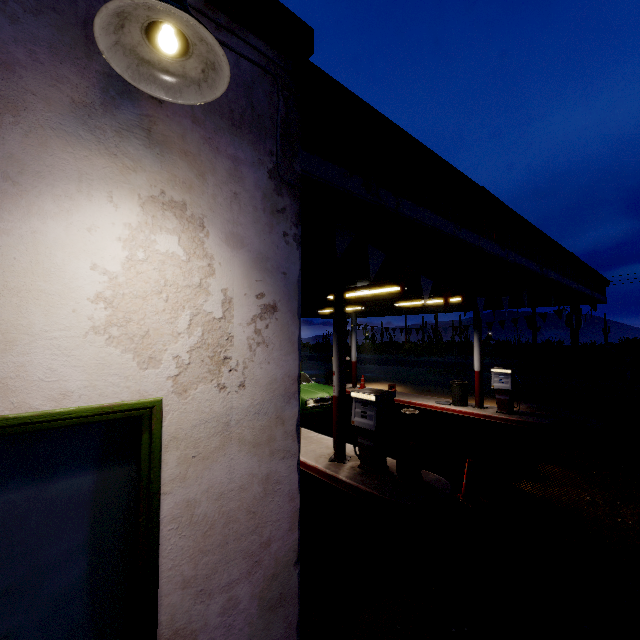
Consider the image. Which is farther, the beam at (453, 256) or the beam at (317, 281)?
the beam at (317, 281)

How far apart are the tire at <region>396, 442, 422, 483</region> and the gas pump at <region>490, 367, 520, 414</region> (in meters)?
6.56

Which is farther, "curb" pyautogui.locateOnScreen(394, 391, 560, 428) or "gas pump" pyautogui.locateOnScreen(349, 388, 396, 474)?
"curb" pyautogui.locateOnScreen(394, 391, 560, 428)

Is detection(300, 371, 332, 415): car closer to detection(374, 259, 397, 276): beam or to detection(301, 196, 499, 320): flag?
detection(374, 259, 397, 276): beam

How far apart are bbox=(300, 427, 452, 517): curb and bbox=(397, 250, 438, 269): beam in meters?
3.9 m

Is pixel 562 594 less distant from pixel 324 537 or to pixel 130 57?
pixel 324 537

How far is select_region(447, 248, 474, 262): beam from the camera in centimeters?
506cm

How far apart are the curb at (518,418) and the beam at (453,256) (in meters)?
7.49
